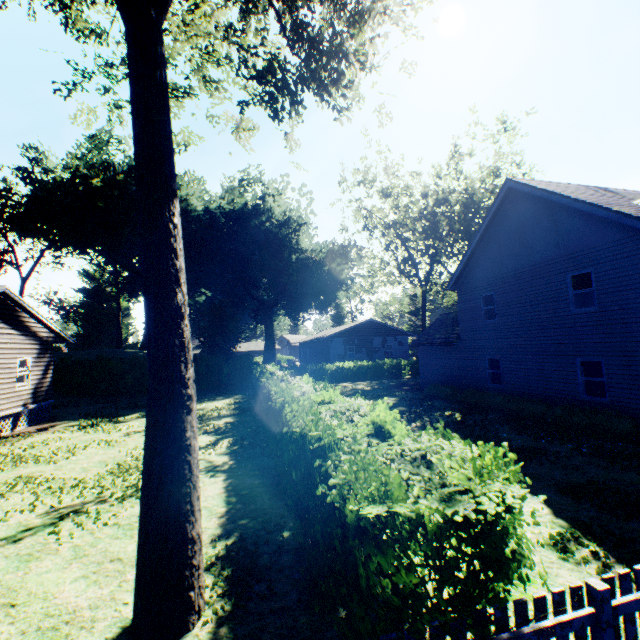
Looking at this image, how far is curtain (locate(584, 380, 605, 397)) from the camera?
12.52m

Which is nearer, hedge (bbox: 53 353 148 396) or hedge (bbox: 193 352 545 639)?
hedge (bbox: 193 352 545 639)

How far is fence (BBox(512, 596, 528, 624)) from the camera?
2.59m

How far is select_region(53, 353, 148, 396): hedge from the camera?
25.52m

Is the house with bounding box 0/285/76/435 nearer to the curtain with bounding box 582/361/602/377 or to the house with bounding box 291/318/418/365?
the house with bounding box 291/318/418/365

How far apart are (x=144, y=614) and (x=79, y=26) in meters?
15.4

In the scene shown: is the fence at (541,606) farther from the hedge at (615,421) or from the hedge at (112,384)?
the hedge at (112,384)

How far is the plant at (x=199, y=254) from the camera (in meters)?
Answer: 32.47
